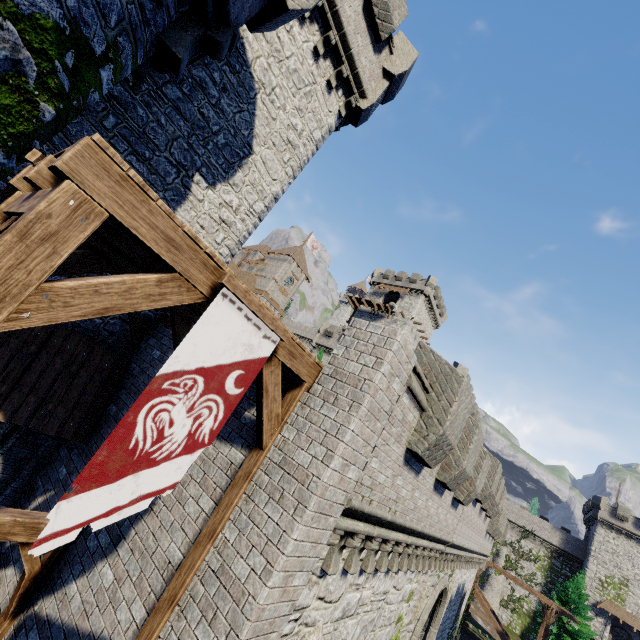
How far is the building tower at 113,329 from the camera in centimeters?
736cm

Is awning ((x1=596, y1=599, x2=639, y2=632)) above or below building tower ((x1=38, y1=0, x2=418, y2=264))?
below

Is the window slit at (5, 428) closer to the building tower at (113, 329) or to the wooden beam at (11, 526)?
the building tower at (113, 329)

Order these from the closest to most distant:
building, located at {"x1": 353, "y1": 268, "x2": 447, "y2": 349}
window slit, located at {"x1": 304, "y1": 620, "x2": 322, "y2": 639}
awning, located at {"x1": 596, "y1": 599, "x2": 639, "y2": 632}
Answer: window slit, located at {"x1": 304, "y1": 620, "x2": 322, "y2": 639}
awning, located at {"x1": 596, "y1": 599, "x2": 639, "y2": 632}
building, located at {"x1": 353, "y1": 268, "x2": 447, "y2": 349}

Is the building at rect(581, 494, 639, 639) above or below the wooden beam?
above

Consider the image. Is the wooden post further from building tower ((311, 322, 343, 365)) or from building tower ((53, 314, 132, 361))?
building tower ((311, 322, 343, 365))

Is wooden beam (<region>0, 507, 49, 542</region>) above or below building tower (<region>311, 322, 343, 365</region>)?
below

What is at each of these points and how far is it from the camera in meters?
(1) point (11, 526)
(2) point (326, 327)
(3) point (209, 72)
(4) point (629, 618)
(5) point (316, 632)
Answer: (1) wooden beam, 4.8
(2) building tower, 47.9
(3) building tower, 8.2
(4) awning, 40.8
(5) window slit, 6.1
